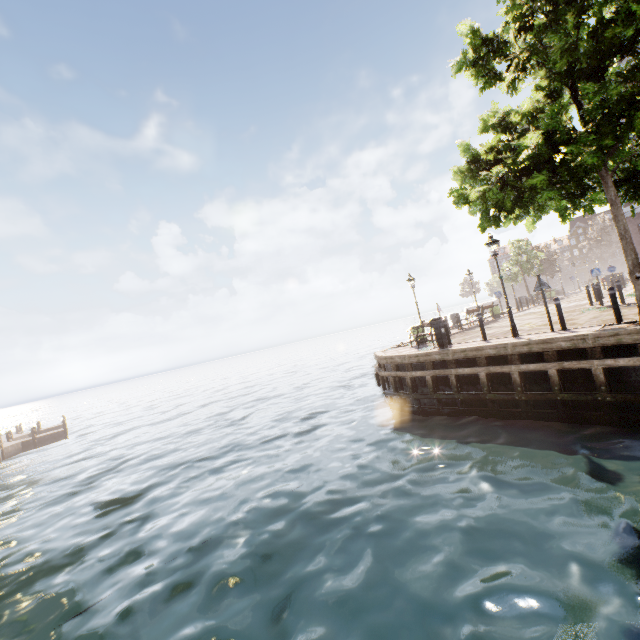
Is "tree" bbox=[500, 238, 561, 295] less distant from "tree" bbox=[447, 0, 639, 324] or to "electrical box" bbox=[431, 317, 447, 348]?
"tree" bbox=[447, 0, 639, 324]

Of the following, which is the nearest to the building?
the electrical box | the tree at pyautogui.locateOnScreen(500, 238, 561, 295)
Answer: the tree at pyautogui.locateOnScreen(500, 238, 561, 295)

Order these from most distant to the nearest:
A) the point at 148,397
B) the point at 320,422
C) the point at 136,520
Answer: the point at 148,397
the point at 320,422
the point at 136,520

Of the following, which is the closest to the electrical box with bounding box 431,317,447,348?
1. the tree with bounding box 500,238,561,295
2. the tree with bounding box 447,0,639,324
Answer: the tree with bounding box 447,0,639,324

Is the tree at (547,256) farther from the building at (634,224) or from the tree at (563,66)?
the tree at (563,66)

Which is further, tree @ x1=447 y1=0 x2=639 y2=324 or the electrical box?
the electrical box

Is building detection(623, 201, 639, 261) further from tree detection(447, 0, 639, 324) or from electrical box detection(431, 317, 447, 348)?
electrical box detection(431, 317, 447, 348)

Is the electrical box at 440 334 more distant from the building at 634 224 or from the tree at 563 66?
the building at 634 224
